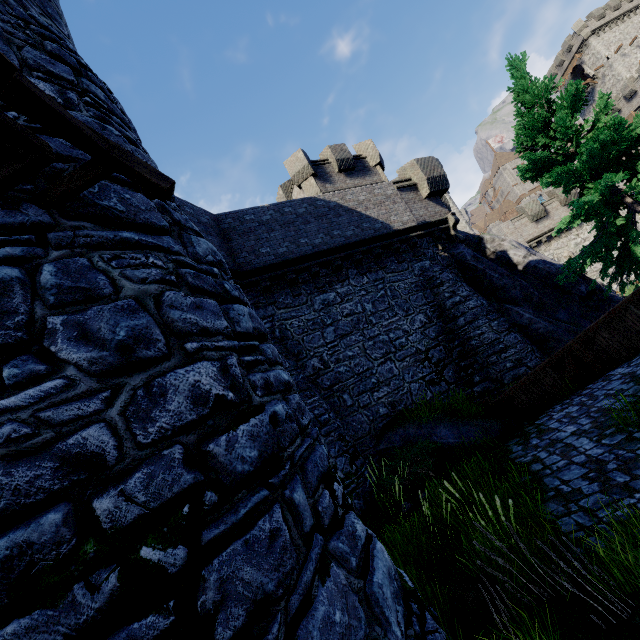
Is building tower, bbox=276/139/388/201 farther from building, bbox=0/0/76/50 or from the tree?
building, bbox=0/0/76/50

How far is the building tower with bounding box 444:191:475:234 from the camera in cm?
3703

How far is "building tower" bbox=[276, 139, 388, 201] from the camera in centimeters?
1923cm

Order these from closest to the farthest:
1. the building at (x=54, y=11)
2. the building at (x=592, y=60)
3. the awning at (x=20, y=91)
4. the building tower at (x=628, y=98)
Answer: the awning at (x=20, y=91)
the building at (x=54, y=11)
the building tower at (x=628, y=98)
the building at (x=592, y=60)

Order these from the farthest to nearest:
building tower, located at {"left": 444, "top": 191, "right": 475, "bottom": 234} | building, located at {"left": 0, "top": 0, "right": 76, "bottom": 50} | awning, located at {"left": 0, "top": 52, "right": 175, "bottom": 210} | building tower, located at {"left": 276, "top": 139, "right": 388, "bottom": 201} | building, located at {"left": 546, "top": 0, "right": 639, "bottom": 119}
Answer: building, located at {"left": 546, "top": 0, "right": 639, "bottom": 119} < building tower, located at {"left": 444, "top": 191, "right": 475, "bottom": 234} < building tower, located at {"left": 276, "top": 139, "right": 388, "bottom": 201} < building, located at {"left": 0, "top": 0, "right": 76, "bottom": 50} < awning, located at {"left": 0, "top": 52, "right": 175, "bottom": 210}

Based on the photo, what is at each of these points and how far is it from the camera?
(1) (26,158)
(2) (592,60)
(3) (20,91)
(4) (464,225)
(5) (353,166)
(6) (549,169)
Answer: (1) awning, 2.34m
(2) building, 51.53m
(3) awning, 1.99m
(4) building tower, 37.16m
(5) building tower, 20.30m
(6) tree, 12.22m

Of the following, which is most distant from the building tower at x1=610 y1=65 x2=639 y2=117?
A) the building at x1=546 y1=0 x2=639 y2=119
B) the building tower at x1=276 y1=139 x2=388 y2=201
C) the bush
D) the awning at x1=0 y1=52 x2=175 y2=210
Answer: the awning at x1=0 y1=52 x2=175 y2=210

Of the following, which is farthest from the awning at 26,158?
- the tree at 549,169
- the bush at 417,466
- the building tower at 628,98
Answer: the building tower at 628,98
